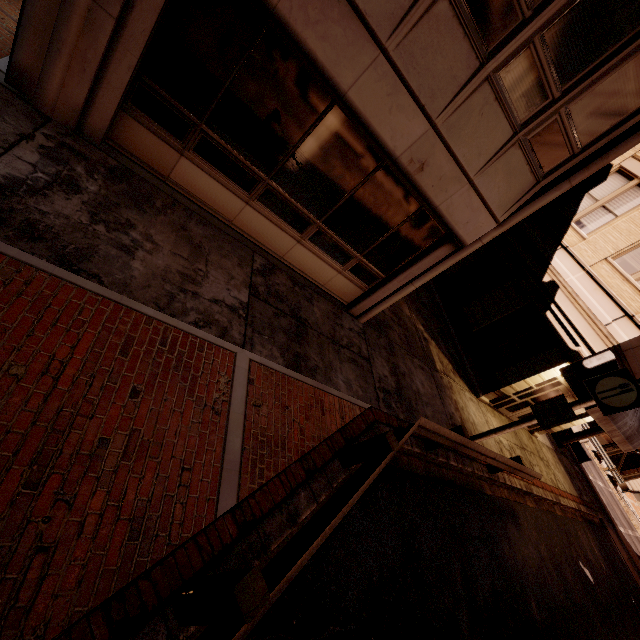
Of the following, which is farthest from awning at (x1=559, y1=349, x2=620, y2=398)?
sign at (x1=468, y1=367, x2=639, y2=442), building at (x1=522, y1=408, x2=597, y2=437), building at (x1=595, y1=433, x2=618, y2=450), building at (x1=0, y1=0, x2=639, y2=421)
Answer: building at (x1=522, y1=408, x2=597, y2=437)

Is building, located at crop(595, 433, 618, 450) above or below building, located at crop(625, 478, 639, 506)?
below

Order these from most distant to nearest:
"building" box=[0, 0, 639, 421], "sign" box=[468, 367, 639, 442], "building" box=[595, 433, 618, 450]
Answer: "building" box=[595, 433, 618, 450] → "sign" box=[468, 367, 639, 442] → "building" box=[0, 0, 639, 421]

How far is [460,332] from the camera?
14.2m

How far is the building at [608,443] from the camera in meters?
39.7 m

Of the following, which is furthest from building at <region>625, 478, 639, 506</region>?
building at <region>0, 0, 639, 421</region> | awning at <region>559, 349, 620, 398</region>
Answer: building at <region>0, 0, 639, 421</region>

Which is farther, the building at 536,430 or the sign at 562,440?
the sign at 562,440

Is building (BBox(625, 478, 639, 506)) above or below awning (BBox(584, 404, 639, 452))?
below
